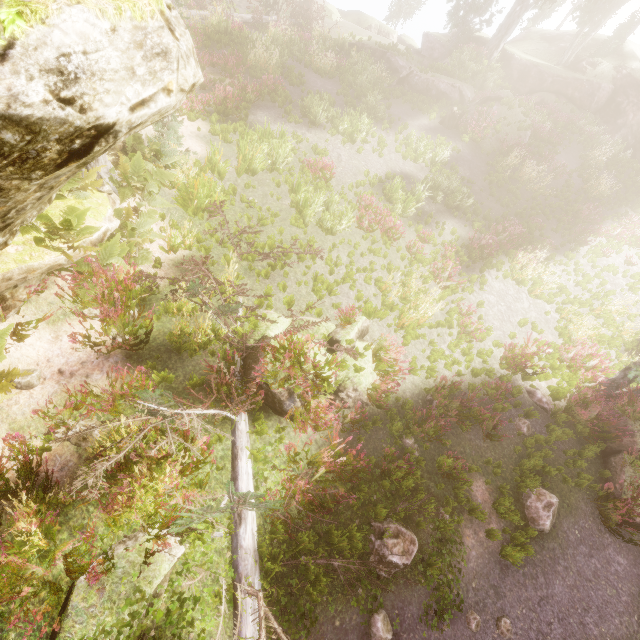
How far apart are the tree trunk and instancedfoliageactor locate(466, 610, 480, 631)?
21.5 meters

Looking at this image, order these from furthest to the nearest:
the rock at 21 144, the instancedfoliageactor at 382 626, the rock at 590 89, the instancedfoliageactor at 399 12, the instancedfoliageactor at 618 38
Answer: the instancedfoliageactor at 399 12 → the instancedfoliageactor at 618 38 → the rock at 590 89 → the instancedfoliageactor at 382 626 → the rock at 21 144

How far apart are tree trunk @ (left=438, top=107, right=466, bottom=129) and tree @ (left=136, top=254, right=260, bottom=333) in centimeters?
1803cm

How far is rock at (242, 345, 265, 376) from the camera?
6.75m

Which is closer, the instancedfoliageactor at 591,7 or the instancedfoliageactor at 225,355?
the instancedfoliageactor at 225,355

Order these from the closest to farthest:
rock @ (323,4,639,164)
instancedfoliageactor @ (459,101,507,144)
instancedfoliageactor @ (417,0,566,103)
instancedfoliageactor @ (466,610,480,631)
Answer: instancedfoliageactor @ (466,610,480,631)
instancedfoliageactor @ (459,101,507,144)
rock @ (323,4,639,164)
instancedfoliageactor @ (417,0,566,103)

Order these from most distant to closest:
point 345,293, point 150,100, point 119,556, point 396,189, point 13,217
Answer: point 396,189 < point 345,293 < point 119,556 < point 13,217 < point 150,100

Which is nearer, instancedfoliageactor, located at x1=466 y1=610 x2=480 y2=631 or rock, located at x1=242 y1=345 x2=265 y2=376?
instancedfoliageactor, located at x1=466 y1=610 x2=480 y2=631
